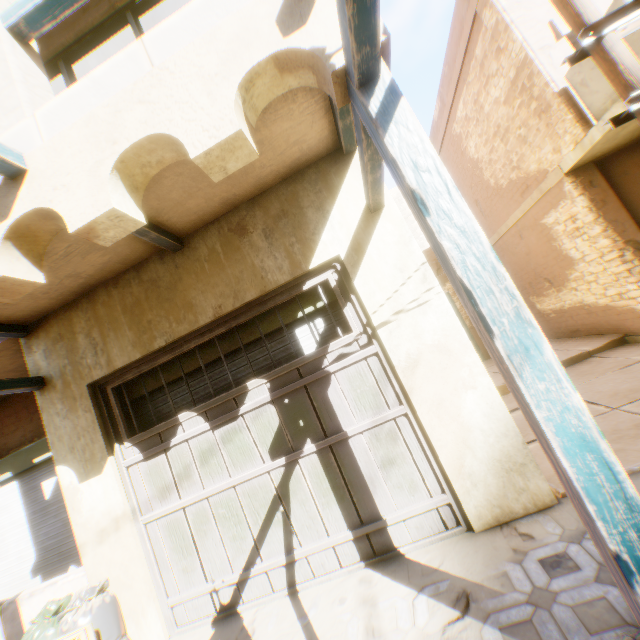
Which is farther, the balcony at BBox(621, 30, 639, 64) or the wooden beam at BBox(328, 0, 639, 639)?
the balcony at BBox(621, 30, 639, 64)

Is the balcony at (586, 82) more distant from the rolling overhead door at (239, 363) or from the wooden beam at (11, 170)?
the wooden beam at (11, 170)

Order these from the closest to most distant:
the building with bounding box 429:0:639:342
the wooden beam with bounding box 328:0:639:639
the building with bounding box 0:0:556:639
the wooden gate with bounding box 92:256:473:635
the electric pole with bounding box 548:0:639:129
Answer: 1. the wooden beam with bounding box 328:0:639:639
2. the building with bounding box 0:0:556:639
3. the electric pole with bounding box 548:0:639:129
4. the wooden gate with bounding box 92:256:473:635
5. the building with bounding box 429:0:639:342

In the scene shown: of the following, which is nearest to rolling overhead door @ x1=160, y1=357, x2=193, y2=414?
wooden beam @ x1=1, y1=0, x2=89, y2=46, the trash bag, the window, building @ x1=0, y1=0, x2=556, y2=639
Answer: building @ x1=0, y1=0, x2=556, y2=639

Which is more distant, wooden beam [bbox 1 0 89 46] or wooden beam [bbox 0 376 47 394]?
wooden beam [bbox 0 376 47 394]

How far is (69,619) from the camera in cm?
316

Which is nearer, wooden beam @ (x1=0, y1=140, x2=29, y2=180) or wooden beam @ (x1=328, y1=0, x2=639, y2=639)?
wooden beam @ (x1=328, y1=0, x2=639, y2=639)

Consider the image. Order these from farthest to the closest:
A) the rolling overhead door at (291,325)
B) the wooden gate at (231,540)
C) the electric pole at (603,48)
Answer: the rolling overhead door at (291,325) < the wooden gate at (231,540) < the electric pole at (603,48)
